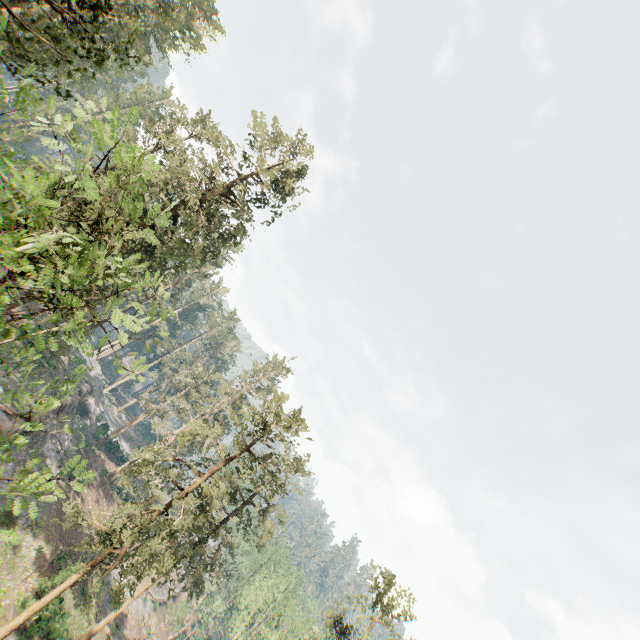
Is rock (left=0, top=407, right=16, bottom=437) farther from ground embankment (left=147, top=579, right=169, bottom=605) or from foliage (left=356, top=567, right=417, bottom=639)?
ground embankment (left=147, top=579, right=169, bottom=605)

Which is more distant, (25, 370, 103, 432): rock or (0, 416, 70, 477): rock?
(25, 370, 103, 432): rock

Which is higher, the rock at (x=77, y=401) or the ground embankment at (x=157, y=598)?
the rock at (x=77, y=401)

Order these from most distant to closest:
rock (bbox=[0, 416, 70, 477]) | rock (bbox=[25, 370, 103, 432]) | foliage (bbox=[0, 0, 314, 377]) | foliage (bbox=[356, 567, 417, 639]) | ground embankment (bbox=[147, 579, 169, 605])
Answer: ground embankment (bbox=[147, 579, 169, 605]), rock (bbox=[25, 370, 103, 432]), rock (bbox=[0, 416, 70, 477]), foliage (bbox=[356, 567, 417, 639]), foliage (bbox=[0, 0, 314, 377])

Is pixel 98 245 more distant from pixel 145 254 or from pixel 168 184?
pixel 145 254

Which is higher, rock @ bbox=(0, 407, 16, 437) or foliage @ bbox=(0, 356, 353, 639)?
foliage @ bbox=(0, 356, 353, 639)

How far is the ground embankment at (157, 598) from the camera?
46.4 meters

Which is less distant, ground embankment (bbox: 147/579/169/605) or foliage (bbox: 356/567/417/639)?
foliage (bbox: 356/567/417/639)
